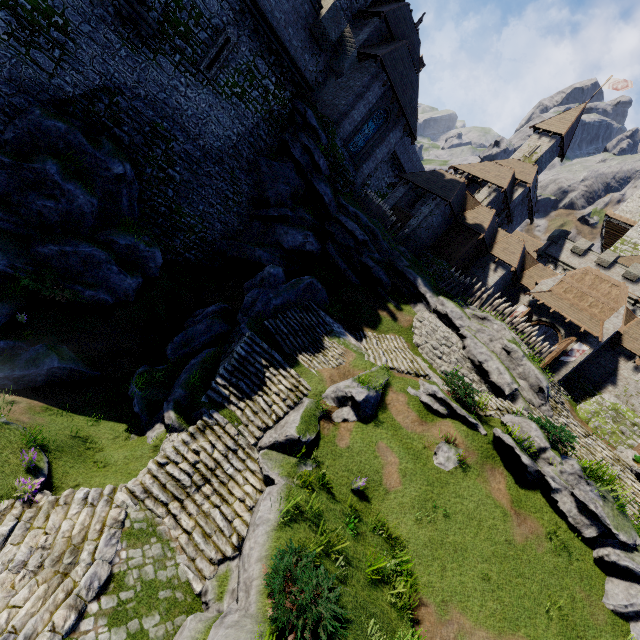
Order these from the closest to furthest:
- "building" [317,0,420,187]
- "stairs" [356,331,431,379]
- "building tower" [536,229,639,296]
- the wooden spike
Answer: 1. "stairs" [356,331,431,379]
2. "building" [317,0,420,187]
3. the wooden spike
4. "building tower" [536,229,639,296]

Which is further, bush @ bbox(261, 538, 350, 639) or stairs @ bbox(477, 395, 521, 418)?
stairs @ bbox(477, 395, 521, 418)

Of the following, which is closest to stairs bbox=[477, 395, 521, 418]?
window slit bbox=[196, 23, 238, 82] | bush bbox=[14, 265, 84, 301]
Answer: bush bbox=[14, 265, 84, 301]

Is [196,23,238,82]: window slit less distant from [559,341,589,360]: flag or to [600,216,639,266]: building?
[559,341,589,360]: flag

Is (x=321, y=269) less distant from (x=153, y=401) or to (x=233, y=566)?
(x=153, y=401)

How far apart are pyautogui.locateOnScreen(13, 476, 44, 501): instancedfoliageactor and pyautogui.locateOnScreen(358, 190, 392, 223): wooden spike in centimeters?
2473cm

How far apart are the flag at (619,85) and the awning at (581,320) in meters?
28.7 m

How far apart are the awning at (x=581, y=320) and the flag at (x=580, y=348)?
0.8m
